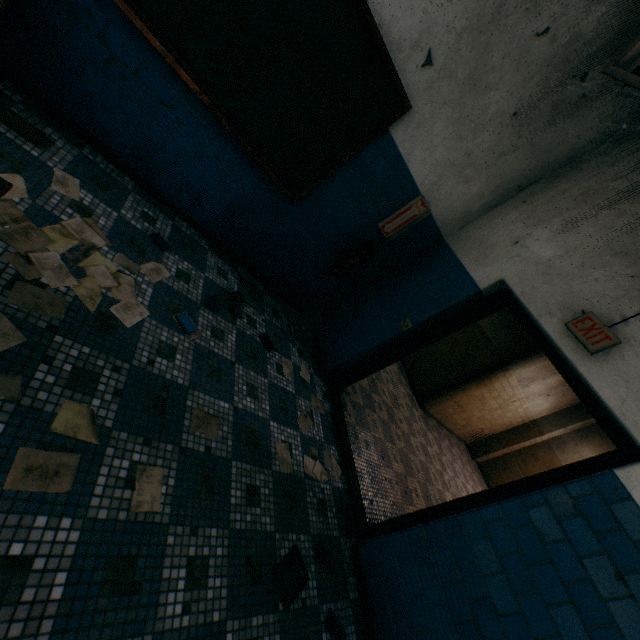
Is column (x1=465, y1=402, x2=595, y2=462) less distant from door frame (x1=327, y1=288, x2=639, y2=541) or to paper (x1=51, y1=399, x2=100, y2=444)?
door frame (x1=327, y1=288, x2=639, y2=541)

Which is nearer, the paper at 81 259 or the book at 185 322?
the paper at 81 259

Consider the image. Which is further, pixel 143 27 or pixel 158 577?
pixel 143 27

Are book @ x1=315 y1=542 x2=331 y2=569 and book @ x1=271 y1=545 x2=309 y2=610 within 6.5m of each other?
yes

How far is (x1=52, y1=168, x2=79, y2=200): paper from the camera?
2.1m

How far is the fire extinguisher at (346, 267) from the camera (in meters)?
3.53

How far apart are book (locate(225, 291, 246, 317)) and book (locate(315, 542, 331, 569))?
2.0 meters

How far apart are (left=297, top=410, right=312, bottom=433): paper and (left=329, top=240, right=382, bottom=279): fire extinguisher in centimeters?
156cm
